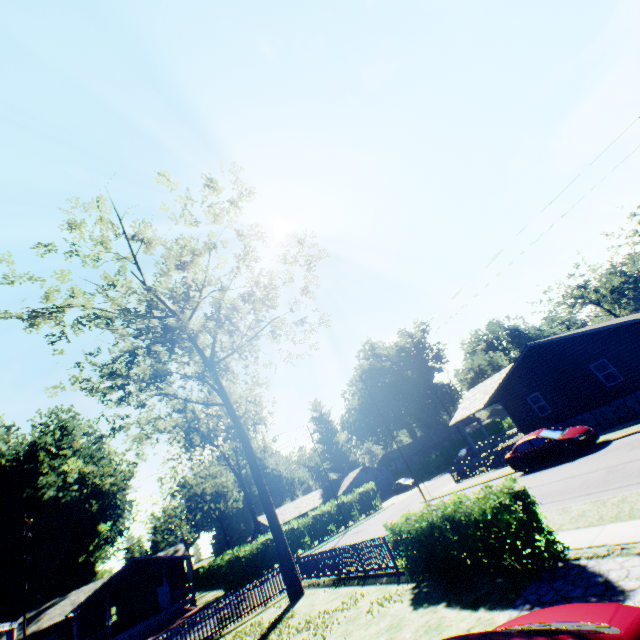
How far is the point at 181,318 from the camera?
19.5m

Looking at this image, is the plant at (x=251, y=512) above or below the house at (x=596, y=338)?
above

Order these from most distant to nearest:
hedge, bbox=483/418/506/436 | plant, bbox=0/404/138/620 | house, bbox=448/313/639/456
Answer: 1. hedge, bbox=483/418/506/436
2. plant, bbox=0/404/138/620
3. house, bbox=448/313/639/456

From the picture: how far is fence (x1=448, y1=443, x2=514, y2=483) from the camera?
24.3m

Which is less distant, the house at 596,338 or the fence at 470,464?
the house at 596,338

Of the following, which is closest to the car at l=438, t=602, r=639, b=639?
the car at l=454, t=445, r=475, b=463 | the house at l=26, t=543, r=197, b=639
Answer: the house at l=26, t=543, r=197, b=639

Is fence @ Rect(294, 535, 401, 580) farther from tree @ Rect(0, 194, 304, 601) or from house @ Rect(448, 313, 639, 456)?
house @ Rect(448, 313, 639, 456)

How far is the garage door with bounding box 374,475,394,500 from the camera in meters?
51.7
